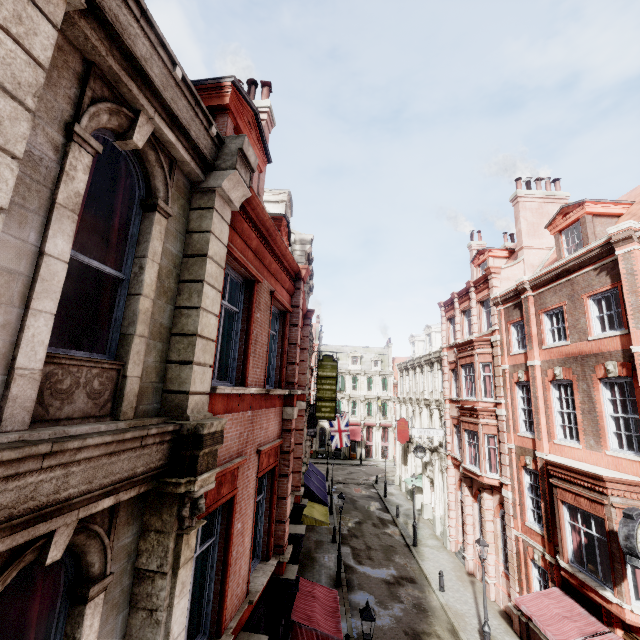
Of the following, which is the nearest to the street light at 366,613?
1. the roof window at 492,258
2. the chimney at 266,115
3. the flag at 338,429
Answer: the chimney at 266,115

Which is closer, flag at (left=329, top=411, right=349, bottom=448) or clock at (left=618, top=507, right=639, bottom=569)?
clock at (left=618, top=507, right=639, bottom=569)

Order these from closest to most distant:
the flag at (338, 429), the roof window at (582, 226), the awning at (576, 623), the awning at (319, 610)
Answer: the awning at (319, 610) → the awning at (576, 623) → the roof window at (582, 226) → the flag at (338, 429)

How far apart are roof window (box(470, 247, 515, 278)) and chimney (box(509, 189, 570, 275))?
2.2m

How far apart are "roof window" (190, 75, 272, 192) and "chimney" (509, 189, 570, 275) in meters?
16.5 m

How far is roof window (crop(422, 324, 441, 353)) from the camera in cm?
3095

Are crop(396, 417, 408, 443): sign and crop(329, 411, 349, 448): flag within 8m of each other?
yes

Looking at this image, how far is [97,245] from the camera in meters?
4.7 m
